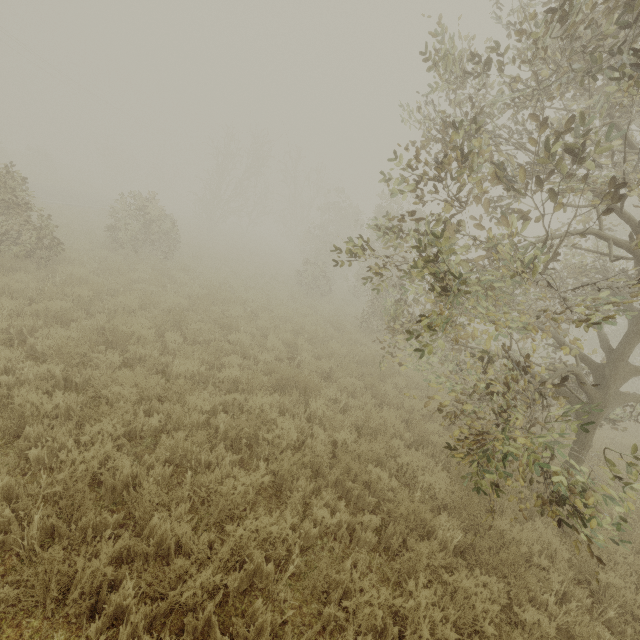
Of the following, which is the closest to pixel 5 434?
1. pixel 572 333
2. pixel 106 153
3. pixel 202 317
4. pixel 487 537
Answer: pixel 202 317
